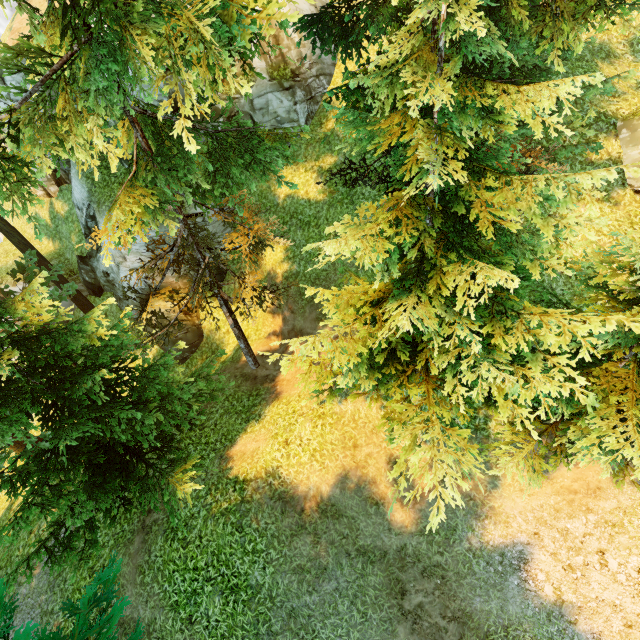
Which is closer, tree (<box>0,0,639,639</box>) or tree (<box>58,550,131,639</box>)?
tree (<box>58,550,131,639</box>)

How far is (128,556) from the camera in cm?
1004

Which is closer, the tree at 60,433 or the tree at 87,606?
the tree at 87,606
